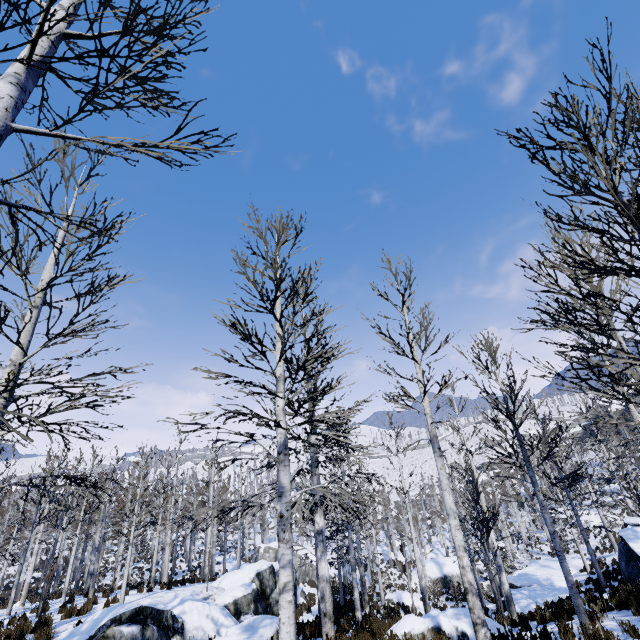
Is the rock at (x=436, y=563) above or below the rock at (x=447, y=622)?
below

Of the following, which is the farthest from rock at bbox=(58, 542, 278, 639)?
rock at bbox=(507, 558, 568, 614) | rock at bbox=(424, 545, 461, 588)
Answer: rock at bbox=(507, 558, 568, 614)

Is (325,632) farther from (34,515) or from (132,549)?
(132,549)

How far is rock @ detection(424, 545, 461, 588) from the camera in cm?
3073

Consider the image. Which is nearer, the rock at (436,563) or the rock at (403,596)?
the rock at (403,596)

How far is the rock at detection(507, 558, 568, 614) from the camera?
17.8 meters

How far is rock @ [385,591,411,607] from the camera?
23.64m

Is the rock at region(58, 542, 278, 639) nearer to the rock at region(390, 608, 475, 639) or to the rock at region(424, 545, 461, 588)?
the rock at region(424, 545, 461, 588)
